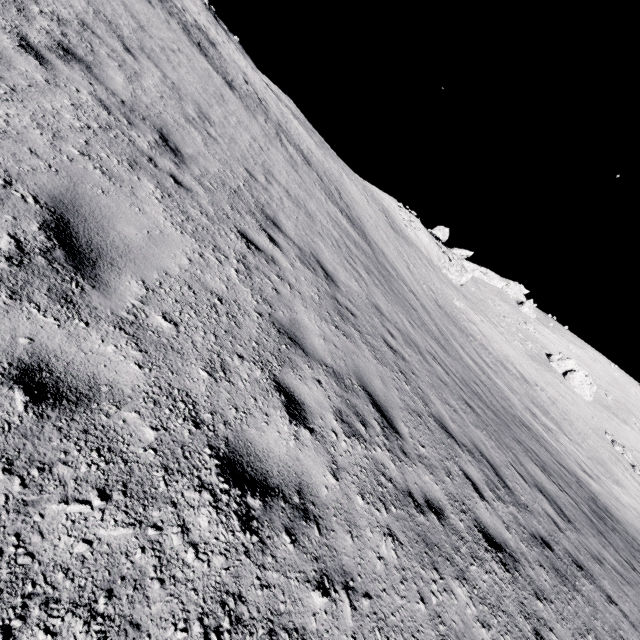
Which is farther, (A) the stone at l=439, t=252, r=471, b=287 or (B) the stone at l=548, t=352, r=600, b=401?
(A) the stone at l=439, t=252, r=471, b=287

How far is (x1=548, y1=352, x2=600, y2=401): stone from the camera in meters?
43.2 m

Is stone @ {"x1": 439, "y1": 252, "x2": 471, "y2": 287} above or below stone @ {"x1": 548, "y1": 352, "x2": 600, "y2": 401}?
below

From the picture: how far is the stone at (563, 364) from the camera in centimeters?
4316cm

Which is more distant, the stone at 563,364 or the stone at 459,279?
the stone at 459,279

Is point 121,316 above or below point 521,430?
below

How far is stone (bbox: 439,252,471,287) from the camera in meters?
46.7
